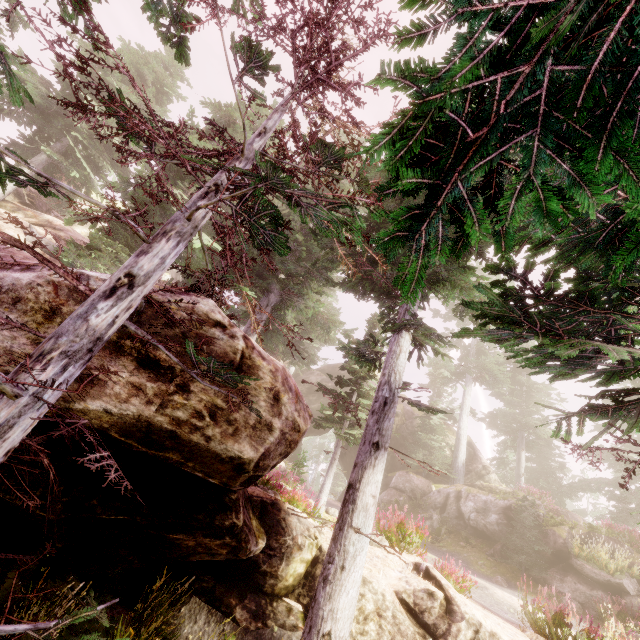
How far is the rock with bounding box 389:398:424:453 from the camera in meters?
29.6

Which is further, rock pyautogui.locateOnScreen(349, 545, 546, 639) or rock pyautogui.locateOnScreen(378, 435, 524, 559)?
rock pyautogui.locateOnScreen(378, 435, 524, 559)

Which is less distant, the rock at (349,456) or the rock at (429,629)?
the rock at (429,629)

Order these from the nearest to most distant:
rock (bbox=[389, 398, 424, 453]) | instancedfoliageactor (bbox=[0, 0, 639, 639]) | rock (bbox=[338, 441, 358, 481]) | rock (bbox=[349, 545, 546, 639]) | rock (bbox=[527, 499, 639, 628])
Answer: instancedfoliageactor (bbox=[0, 0, 639, 639]) → rock (bbox=[349, 545, 546, 639]) → rock (bbox=[527, 499, 639, 628]) → rock (bbox=[389, 398, 424, 453]) → rock (bbox=[338, 441, 358, 481])

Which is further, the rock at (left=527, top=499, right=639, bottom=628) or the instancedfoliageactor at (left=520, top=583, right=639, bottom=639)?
the rock at (left=527, top=499, right=639, bottom=628)

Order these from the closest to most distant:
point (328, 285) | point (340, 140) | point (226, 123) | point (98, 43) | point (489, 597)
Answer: point (340, 140)
point (489, 597)
point (226, 123)
point (328, 285)
point (98, 43)
